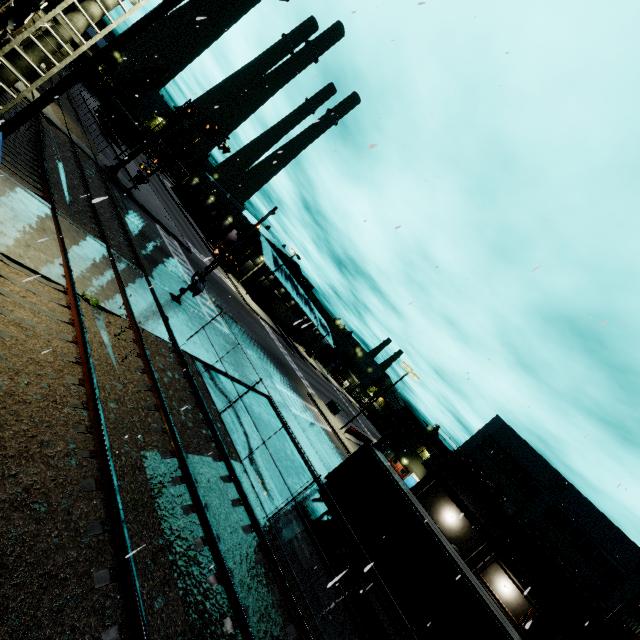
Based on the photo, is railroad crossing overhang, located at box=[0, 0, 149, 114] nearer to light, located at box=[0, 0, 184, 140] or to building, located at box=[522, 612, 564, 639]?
light, located at box=[0, 0, 184, 140]

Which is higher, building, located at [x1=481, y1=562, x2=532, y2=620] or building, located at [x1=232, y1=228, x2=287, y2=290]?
building, located at [x1=232, y1=228, x2=287, y2=290]

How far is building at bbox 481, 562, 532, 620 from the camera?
29.8m

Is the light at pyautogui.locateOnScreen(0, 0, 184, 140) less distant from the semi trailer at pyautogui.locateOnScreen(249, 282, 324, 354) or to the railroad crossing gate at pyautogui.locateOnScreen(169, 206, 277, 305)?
the railroad crossing gate at pyautogui.locateOnScreen(169, 206, 277, 305)

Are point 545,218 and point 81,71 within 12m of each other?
yes

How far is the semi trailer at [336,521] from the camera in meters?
12.0

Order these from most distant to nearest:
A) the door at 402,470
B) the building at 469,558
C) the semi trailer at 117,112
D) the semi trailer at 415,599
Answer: the door at 402,470, the semi trailer at 117,112, the building at 469,558, the semi trailer at 415,599

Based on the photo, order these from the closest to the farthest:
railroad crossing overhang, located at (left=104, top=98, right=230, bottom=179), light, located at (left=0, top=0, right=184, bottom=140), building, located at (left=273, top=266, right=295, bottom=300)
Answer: light, located at (left=0, top=0, right=184, bottom=140) < railroad crossing overhang, located at (left=104, top=98, right=230, bottom=179) < building, located at (left=273, top=266, right=295, bottom=300)
